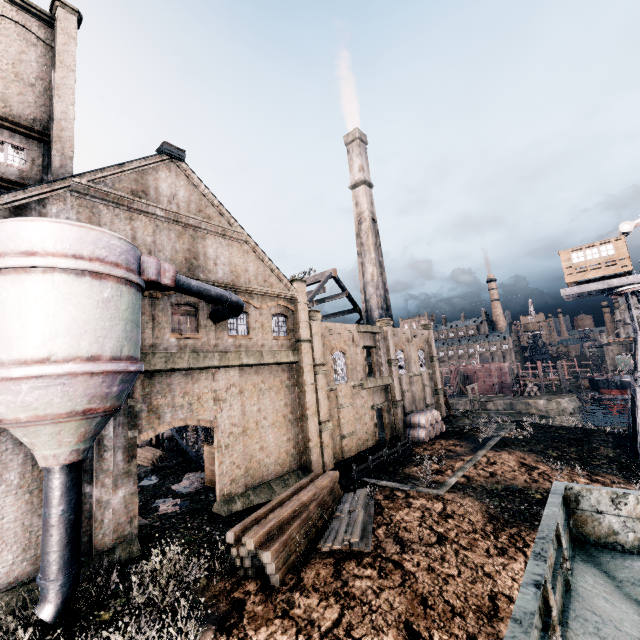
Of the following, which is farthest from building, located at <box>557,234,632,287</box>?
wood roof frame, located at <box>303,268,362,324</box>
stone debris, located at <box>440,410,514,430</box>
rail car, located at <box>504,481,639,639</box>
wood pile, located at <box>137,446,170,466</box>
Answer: wood pile, located at <box>137,446,170,466</box>

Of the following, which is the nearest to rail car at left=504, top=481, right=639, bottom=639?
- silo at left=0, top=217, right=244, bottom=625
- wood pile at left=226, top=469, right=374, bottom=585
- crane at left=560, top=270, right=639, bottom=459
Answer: wood pile at left=226, top=469, right=374, bottom=585

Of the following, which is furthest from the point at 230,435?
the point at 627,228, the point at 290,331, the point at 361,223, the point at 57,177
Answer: the point at 627,228

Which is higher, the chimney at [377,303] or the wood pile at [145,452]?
the chimney at [377,303]

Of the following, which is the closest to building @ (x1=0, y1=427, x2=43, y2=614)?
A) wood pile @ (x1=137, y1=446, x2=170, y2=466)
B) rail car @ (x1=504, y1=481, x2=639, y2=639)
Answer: wood pile @ (x1=137, y1=446, x2=170, y2=466)

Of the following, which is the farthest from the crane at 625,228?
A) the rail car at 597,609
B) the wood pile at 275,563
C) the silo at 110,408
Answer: the silo at 110,408

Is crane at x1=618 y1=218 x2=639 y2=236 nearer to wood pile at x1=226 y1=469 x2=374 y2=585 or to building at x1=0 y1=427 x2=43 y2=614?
building at x1=0 y1=427 x2=43 y2=614

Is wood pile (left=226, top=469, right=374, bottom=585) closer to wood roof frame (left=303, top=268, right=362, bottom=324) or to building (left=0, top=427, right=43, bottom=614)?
building (left=0, top=427, right=43, bottom=614)
